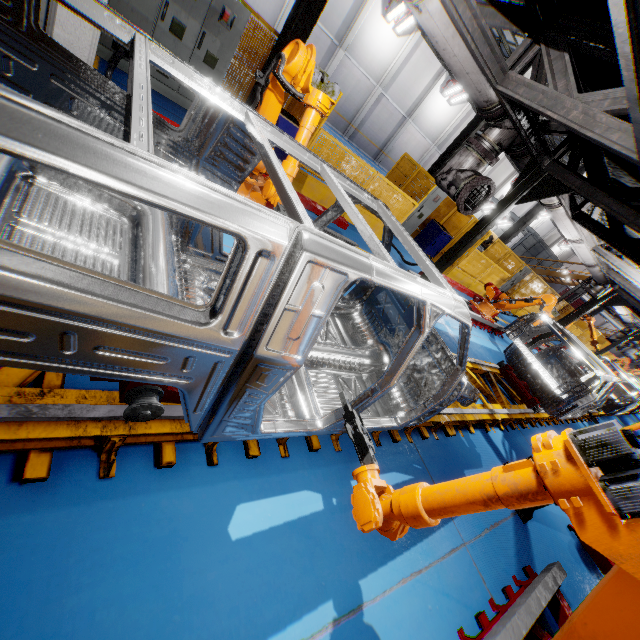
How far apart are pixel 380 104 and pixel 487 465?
27.7 meters

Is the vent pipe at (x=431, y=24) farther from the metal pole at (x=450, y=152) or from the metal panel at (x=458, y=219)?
the metal pole at (x=450, y=152)

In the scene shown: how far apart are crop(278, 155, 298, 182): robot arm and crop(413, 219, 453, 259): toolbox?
8.9m

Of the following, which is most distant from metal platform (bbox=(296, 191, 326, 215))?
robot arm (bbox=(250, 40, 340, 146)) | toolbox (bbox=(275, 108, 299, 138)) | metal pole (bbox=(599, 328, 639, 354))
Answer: metal pole (bbox=(599, 328, 639, 354))

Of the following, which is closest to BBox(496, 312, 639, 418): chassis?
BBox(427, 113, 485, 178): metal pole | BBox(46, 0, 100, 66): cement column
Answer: BBox(46, 0, 100, 66): cement column

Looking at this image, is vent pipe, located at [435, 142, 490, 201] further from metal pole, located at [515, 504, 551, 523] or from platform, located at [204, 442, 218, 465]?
metal pole, located at [515, 504, 551, 523]

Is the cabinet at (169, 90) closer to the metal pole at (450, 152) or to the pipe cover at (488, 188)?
the pipe cover at (488, 188)

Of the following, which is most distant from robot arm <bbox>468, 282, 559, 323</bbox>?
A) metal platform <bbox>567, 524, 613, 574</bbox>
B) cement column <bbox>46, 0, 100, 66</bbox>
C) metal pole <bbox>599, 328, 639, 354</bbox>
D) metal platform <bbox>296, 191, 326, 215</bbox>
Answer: metal pole <bbox>599, 328, 639, 354</bbox>
